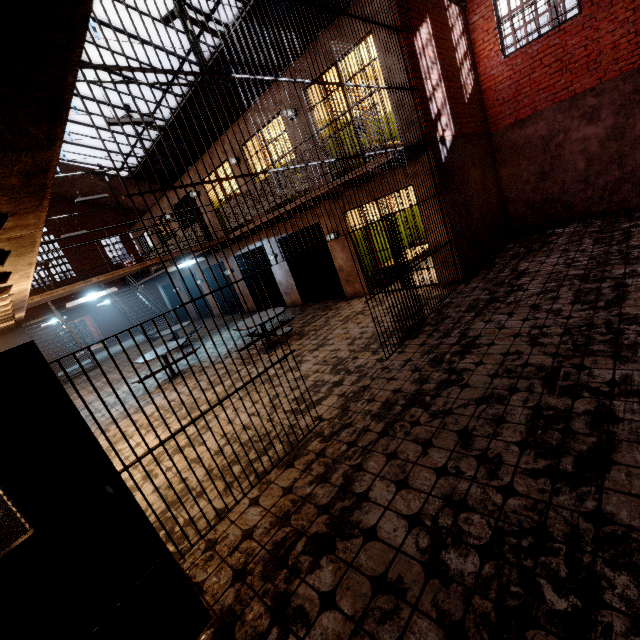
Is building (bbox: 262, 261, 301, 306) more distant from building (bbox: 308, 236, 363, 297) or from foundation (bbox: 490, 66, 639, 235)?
foundation (bbox: 490, 66, 639, 235)

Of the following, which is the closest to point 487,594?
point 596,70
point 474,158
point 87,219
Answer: point 474,158

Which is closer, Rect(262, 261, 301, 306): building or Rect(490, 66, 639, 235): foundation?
Rect(490, 66, 639, 235): foundation

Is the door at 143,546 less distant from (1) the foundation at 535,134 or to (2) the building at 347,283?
(2) the building at 347,283

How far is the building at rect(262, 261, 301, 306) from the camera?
11.20m

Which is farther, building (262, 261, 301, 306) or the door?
building (262, 261, 301, 306)

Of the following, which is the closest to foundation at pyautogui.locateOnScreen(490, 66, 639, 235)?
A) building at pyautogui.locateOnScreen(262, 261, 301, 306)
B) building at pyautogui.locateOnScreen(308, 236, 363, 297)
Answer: building at pyautogui.locateOnScreen(308, 236, 363, 297)

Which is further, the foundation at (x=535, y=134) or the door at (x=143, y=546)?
the foundation at (x=535, y=134)
